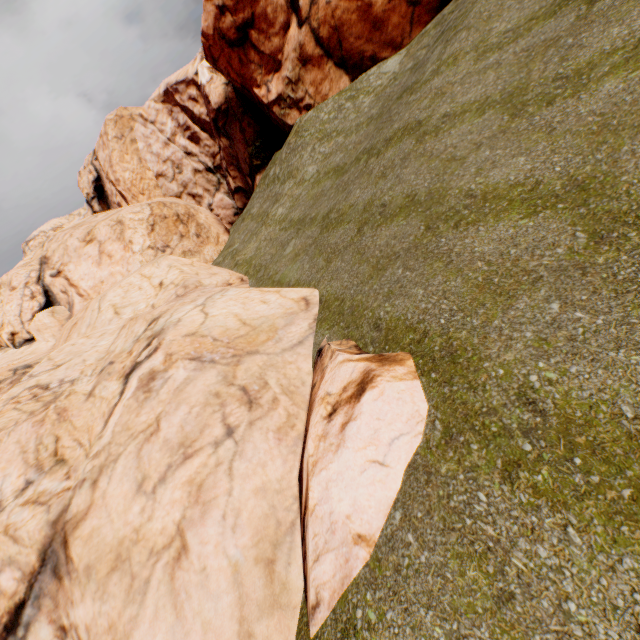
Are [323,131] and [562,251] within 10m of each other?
no
